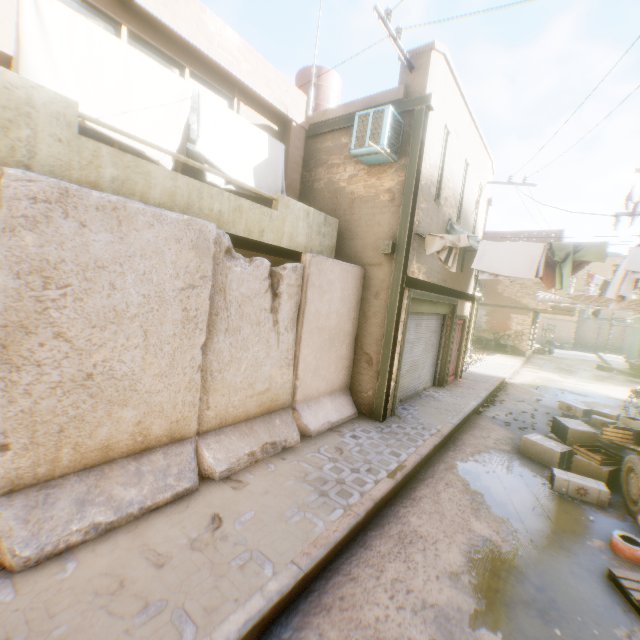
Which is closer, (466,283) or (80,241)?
(80,241)

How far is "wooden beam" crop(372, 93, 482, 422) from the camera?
6.7 meters

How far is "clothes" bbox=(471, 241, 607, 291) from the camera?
5.63m

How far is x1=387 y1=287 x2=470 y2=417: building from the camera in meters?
7.4 m

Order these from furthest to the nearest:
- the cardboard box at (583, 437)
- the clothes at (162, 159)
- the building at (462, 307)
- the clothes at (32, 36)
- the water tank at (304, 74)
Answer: the water tank at (304, 74) < the building at (462, 307) < the cardboard box at (583, 437) < the clothes at (162, 159) < the clothes at (32, 36)

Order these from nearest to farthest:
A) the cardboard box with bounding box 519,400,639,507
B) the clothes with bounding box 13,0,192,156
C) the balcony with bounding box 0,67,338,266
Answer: the balcony with bounding box 0,67,338,266 < the clothes with bounding box 13,0,192,156 < the cardboard box with bounding box 519,400,639,507

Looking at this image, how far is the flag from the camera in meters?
15.5 m

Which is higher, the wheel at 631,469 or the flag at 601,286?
the flag at 601,286
